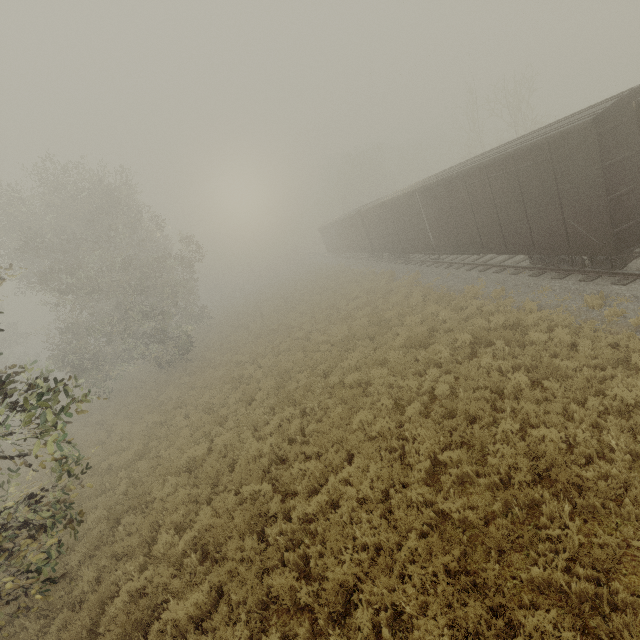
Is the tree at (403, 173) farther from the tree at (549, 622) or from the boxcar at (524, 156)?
the tree at (549, 622)

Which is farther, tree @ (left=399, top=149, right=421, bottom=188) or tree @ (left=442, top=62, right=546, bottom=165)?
tree @ (left=399, top=149, right=421, bottom=188)

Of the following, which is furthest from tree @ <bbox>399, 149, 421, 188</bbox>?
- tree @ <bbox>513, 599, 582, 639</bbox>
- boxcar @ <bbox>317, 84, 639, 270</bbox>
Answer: tree @ <bbox>513, 599, 582, 639</bbox>

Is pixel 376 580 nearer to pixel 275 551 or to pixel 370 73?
pixel 275 551

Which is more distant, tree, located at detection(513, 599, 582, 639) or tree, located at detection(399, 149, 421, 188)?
tree, located at detection(399, 149, 421, 188)

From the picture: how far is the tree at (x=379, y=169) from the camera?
49.44m

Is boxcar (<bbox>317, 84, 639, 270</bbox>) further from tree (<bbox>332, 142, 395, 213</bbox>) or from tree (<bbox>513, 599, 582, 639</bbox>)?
tree (<bbox>332, 142, 395, 213</bbox>)
